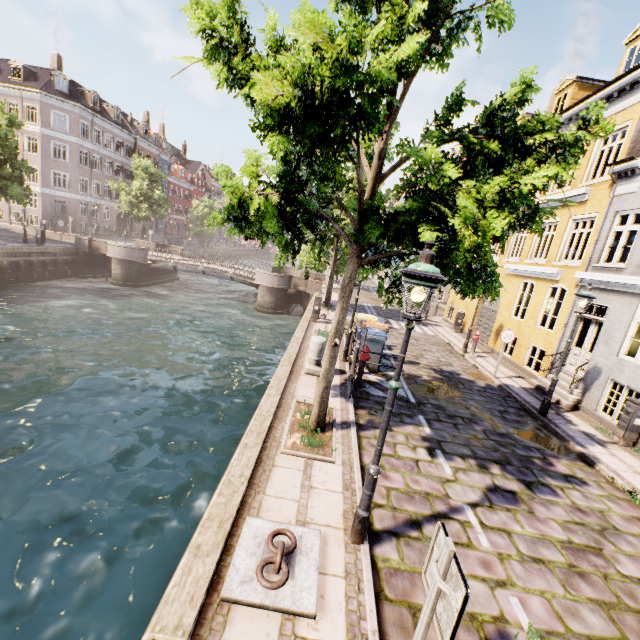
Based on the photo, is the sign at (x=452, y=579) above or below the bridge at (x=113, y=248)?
above

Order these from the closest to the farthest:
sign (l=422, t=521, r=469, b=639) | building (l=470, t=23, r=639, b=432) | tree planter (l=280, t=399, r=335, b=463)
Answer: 1. sign (l=422, t=521, r=469, b=639)
2. tree planter (l=280, t=399, r=335, b=463)
3. building (l=470, t=23, r=639, b=432)

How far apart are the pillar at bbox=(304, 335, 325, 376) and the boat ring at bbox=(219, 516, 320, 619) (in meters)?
5.25

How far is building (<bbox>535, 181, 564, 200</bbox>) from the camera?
13.1 meters

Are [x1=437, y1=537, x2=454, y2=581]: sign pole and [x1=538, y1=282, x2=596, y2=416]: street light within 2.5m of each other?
no

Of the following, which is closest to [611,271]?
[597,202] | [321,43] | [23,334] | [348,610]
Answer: [597,202]

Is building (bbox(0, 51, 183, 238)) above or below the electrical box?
above

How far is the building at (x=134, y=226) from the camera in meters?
47.4
